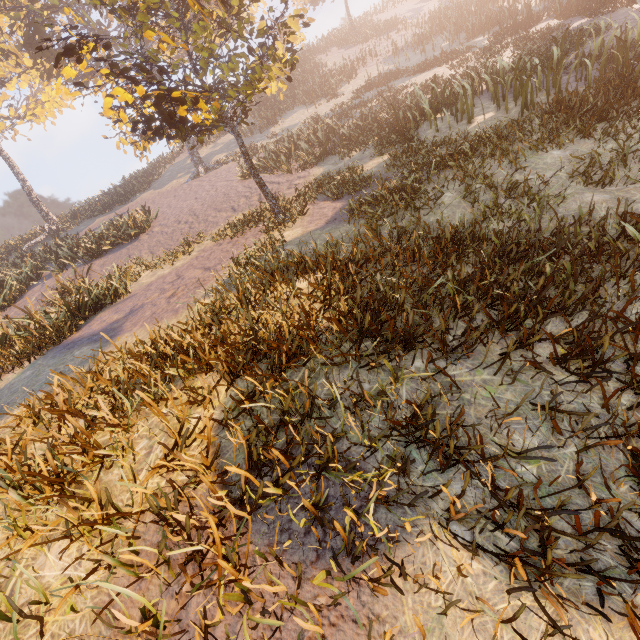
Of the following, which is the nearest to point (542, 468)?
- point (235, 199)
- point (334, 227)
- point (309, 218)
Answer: point (334, 227)
